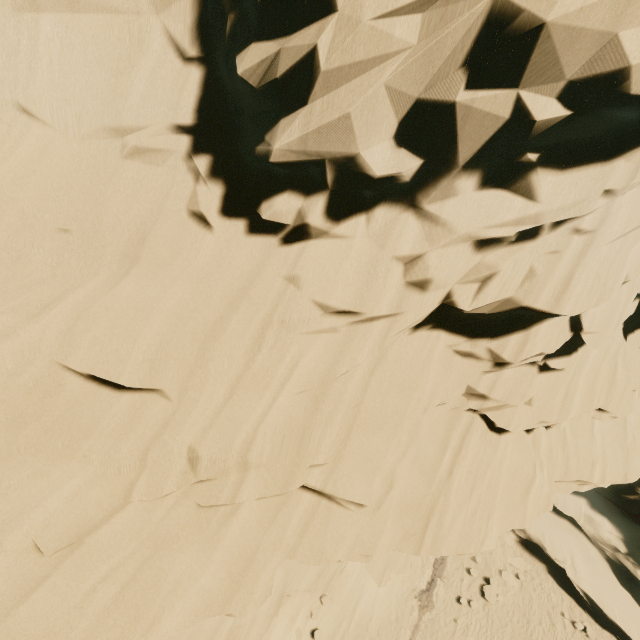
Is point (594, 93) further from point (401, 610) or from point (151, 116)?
point (401, 610)

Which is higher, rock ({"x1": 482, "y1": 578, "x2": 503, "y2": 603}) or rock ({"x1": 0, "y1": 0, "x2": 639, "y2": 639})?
rock ({"x1": 0, "y1": 0, "x2": 639, "y2": 639})

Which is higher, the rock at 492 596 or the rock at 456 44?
the rock at 456 44

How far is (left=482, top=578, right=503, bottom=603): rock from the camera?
19.3m

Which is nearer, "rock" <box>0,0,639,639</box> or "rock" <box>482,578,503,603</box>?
"rock" <box>0,0,639,639</box>

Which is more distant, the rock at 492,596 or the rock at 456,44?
the rock at 492,596
